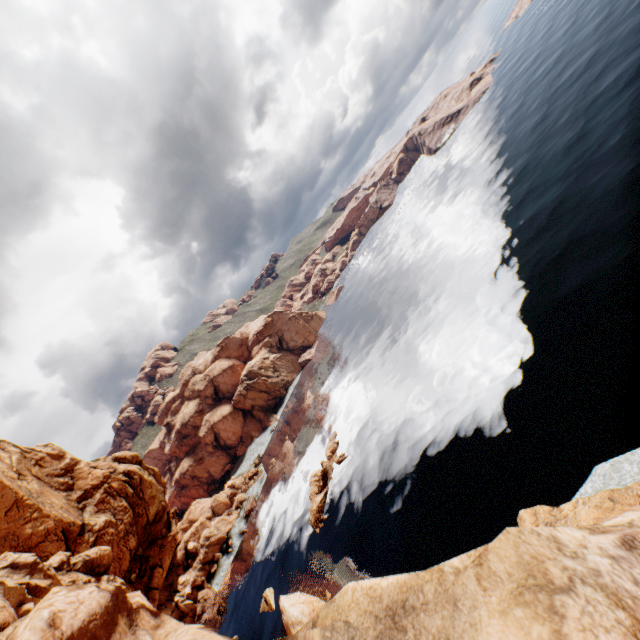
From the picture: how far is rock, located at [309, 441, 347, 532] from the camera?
50.12m

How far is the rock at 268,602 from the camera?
47.8m

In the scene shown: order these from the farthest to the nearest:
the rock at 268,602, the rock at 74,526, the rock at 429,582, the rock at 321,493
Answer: the rock at 321,493 < the rock at 268,602 < the rock at 74,526 < the rock at 429,582

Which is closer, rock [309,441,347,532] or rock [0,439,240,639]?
rock [0,439,240,639]

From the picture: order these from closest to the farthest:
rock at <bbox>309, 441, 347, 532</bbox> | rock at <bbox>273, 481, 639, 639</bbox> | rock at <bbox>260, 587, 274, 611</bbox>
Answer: rock at <bbox>273, 481, 639, 639</bbox>, rock at <bbox>260, 587, 274, 611</bbox>, rock at <bbox>309, 441, 347, 532</bbox>

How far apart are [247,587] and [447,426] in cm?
4839
